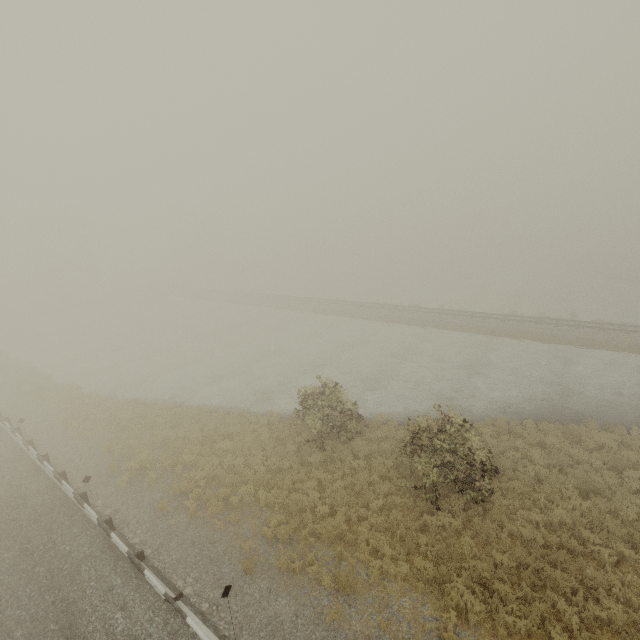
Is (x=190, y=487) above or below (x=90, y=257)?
below

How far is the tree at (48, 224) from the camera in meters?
52.6 m

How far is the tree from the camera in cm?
5256
